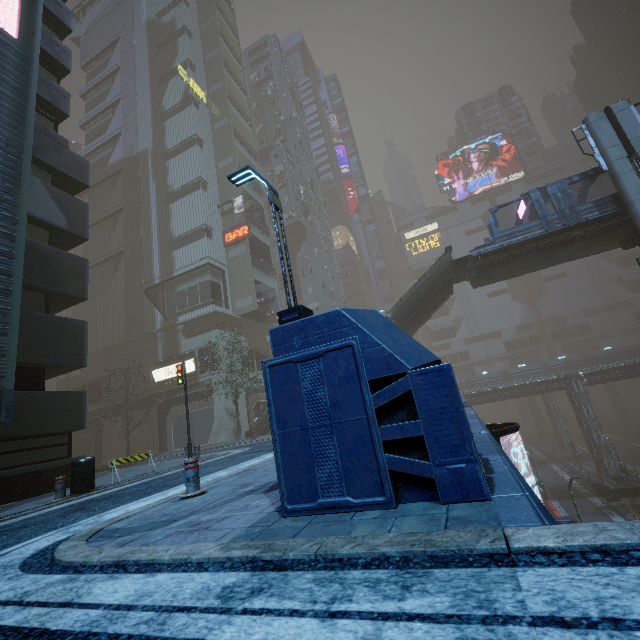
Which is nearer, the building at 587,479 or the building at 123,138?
the building at 123,138

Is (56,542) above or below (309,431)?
below

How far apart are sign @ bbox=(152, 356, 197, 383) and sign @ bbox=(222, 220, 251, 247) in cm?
1273

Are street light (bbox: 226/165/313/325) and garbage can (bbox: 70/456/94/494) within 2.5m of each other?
no

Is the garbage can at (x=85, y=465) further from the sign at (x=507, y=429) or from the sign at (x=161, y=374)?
the sign at (x=161, y=374)

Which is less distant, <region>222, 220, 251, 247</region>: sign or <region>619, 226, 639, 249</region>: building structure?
<region>619, 226, 639, 249</region>: building structure

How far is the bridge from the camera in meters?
19.4 m

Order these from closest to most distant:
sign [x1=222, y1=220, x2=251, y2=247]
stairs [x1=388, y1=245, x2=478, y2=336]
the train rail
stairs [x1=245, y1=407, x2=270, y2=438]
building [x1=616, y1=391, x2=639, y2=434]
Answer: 1. stairs [x1=388, y1=245, x2=478, y2=336]
2. stairs [x1=245, y1=407, x2=270, y2=438]
3. sign [x1=222, y1=220, x2=251, y2=247]
4. the train rail
5. building [x1=616, y1=391, x2=639, y2=434]
